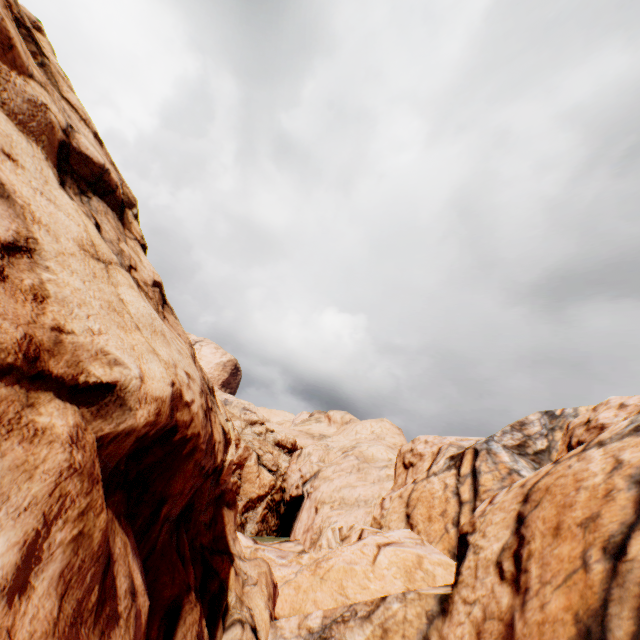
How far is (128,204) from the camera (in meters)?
11.04
